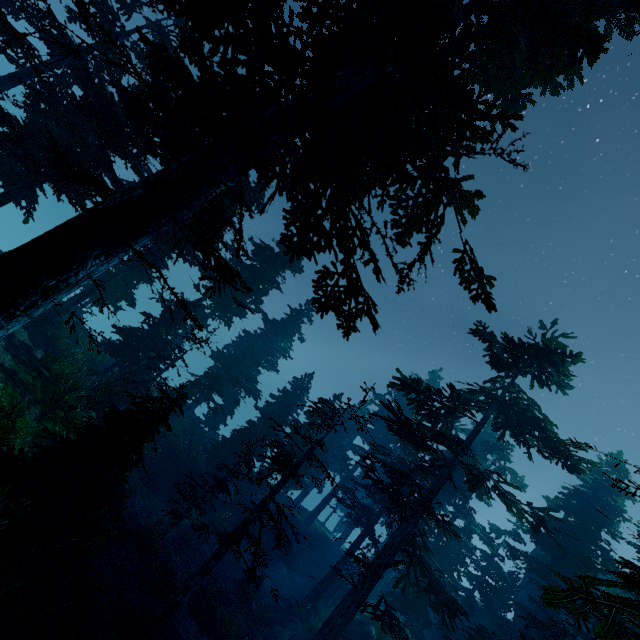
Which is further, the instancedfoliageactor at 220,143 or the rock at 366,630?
the rock at 366,630

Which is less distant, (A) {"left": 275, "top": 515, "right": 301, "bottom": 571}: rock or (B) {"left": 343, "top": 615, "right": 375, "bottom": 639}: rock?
(B) {"left": 343, "top": 615, "right": 375, "bottom": 639}: rock

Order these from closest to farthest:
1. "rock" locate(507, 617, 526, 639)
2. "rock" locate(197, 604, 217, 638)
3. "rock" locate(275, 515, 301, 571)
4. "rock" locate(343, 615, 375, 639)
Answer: "rock" locate(197, 604, 217, 638) → "rock" locate(343, 615, 375, 639) → "rock" locate(507, 617, 526, 639) → "rock" locate(275, 515, 301, 571)

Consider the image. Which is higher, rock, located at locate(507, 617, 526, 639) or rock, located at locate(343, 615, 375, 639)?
rock, located at locate(507, 617, 526, 639)

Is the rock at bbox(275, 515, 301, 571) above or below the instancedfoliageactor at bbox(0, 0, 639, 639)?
below

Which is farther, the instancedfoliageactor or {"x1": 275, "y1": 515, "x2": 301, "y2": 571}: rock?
{"x1": 275, "y1": 515, "x2": 301, "y2": 571}: rock

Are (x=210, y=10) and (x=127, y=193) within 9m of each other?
yes

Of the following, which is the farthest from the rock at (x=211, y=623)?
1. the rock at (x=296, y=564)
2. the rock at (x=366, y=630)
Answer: the rock at (x=296, y=564)
